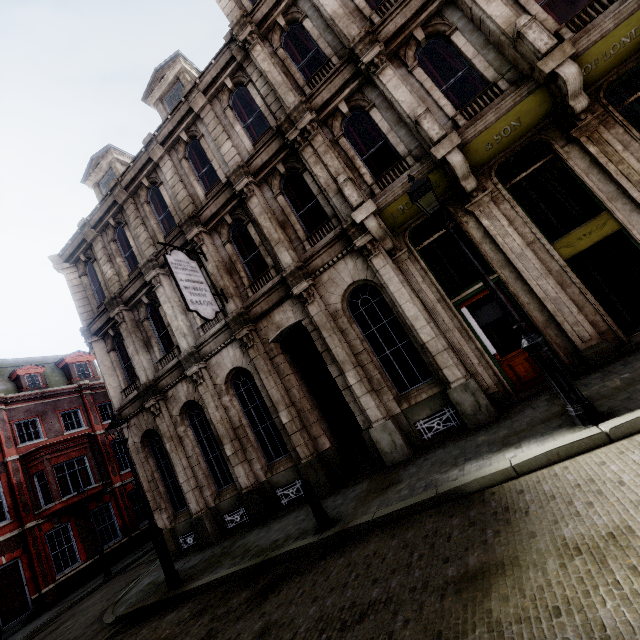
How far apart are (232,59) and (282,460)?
13.40m

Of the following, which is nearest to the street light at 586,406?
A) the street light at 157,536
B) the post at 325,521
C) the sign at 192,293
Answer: the post at 325,521

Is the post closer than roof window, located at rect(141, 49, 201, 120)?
Yes

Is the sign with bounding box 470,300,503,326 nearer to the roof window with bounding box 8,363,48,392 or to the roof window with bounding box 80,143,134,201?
the roof window with bounding box 80,143,134,201

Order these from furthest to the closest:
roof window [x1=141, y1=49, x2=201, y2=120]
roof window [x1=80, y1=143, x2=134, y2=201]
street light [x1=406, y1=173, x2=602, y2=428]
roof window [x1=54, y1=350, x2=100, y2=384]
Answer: roof window [x1=54, y1=350, x2=100, y2=384], roof window [x1=80, y1=143, x2=134, y2=201], roof window [x1=141, y1=49, x2=201, y2=120], street light [x1=406, y1=173, x2=602, y2=428]

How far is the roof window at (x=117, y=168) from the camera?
14.66m

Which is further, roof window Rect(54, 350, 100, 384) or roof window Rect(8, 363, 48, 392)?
roof window Rect(54, 350, 100, 384)

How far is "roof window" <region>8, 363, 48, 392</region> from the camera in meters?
22.5
